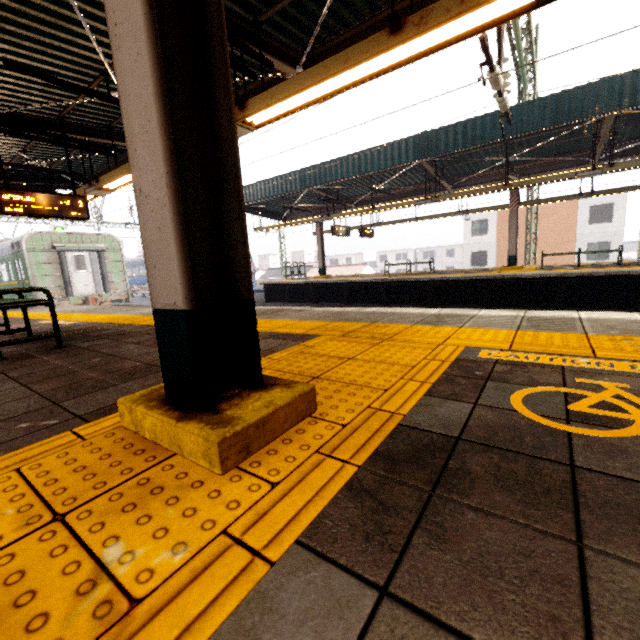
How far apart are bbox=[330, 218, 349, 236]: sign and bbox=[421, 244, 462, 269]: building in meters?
45.8

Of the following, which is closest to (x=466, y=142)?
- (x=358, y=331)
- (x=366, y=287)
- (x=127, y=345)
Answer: (x=366, y=287)

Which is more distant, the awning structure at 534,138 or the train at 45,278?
the train at 45,278

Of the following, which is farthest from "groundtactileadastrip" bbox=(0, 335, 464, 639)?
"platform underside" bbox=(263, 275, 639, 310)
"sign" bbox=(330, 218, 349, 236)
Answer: "sign" bbox=(330, 218, 349, 236)

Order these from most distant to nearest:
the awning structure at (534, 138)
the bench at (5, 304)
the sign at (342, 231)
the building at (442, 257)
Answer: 1. the building at (442, 257)
2. the sign at (342, 231)
3. the bench at (5, 304)
4. the awning structure at (534, 138)

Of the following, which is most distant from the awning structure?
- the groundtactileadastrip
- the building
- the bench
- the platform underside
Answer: the building

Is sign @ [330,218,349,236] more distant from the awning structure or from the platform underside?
the awning structure

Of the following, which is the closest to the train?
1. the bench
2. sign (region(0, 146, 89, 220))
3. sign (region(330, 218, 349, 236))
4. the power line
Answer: the bench
